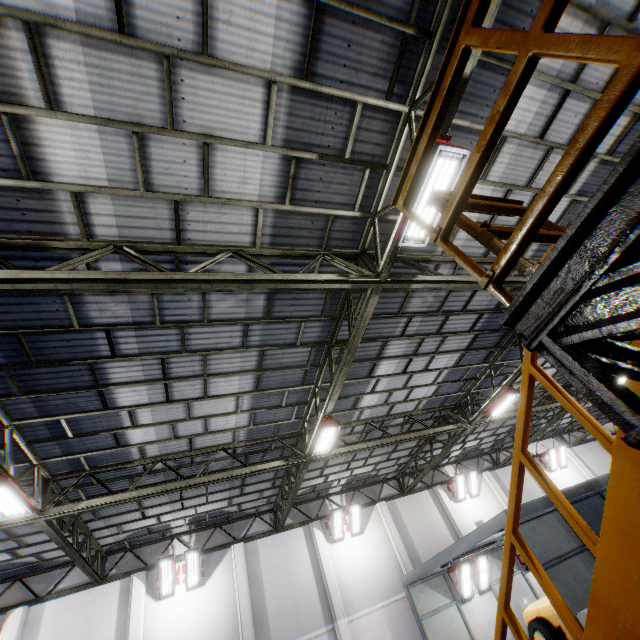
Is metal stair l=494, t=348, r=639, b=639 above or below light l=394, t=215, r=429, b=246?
below

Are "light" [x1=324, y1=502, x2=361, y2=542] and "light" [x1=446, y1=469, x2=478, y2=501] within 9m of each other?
yes

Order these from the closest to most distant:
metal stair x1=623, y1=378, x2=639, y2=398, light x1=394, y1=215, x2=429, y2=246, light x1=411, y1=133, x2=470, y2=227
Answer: metal stair x1=623, y1=378, x2=639, y2=398 < light x1=411, y1=133, x2=470, y2=227 < light x1=394, y1=215, x2=429, y2=246

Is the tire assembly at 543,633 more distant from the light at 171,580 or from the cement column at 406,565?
the light at 171,580

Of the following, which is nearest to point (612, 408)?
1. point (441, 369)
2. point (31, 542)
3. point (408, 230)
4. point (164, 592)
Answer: point (408, 230)

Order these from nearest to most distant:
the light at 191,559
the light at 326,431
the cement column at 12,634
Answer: the light at 326,431 < the cement column at 12,634 < the light at 191,559

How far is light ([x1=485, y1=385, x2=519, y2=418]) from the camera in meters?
12.2

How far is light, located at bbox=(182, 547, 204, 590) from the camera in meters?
13.6 m
